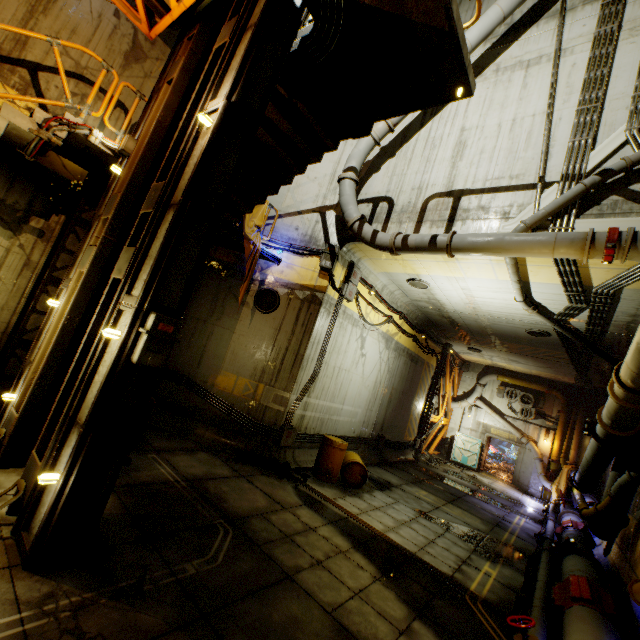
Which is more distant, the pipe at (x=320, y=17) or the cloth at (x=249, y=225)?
the cloth at (x=249, y=225)

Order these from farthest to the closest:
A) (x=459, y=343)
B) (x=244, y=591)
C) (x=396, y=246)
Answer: (x=459, y=343) → (x=396, y=246) → (x=244, y=591)

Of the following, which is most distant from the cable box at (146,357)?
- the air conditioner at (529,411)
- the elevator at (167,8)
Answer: the air conditioner at (529,411)

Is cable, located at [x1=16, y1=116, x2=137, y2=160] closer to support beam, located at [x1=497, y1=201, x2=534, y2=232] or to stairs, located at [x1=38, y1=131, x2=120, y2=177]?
stairs, located at [x1=38, y1=131, x2=120, y2=177]

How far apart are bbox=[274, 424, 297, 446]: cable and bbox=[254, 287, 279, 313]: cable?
3.40m

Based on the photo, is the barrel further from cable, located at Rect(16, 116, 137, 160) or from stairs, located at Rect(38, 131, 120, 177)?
cable, located at Rect(16, 116, 137, 160)

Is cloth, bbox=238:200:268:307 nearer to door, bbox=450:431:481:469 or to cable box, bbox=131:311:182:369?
cable box, bbox=131:311:182:369

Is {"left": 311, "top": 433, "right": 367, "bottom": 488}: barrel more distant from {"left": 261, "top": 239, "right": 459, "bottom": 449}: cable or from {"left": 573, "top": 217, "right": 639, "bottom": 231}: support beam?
{"left": 573, "top": 217, "right": 639, "bottom": 231}: support beam
